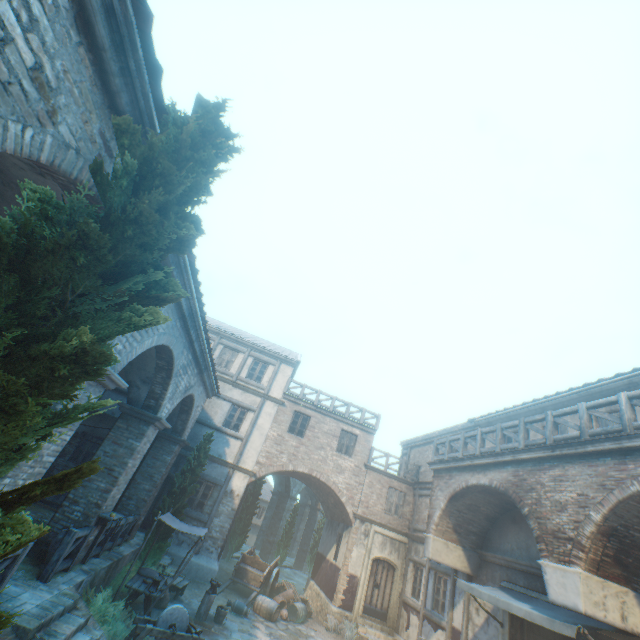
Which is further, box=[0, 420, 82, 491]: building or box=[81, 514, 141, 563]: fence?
box=[81, 514, 141, 563]: fence

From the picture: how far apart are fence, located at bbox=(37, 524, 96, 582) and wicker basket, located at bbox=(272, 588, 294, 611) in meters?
10.8 m

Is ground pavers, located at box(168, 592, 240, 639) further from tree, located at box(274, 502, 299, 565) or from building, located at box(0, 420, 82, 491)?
building, located at box(0, 420, 82, 491)

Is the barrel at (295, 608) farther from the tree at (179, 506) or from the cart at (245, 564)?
the tree at (179, 506)

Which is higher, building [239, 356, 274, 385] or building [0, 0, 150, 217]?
building [239, 356, 274, 385]

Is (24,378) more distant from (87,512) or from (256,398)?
(256,398)

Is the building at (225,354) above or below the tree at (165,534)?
above

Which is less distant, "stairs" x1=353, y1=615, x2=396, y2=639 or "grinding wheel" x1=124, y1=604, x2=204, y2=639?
"grinding wheel" x1=124, y1=604, x2=204, y2=639
